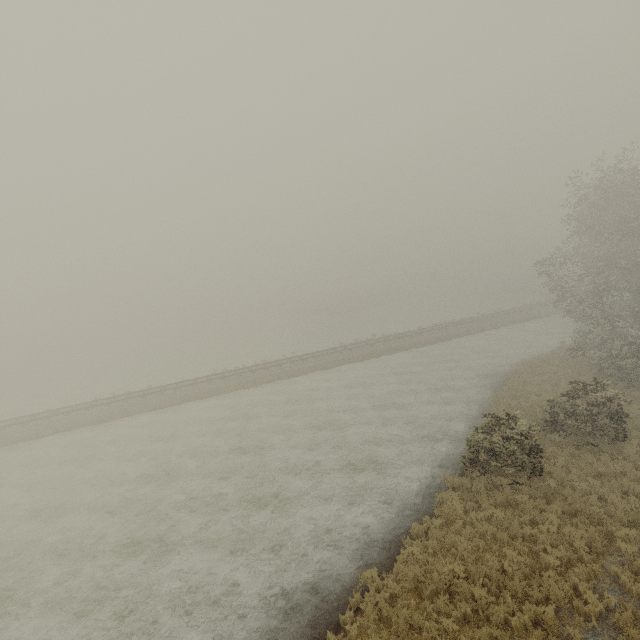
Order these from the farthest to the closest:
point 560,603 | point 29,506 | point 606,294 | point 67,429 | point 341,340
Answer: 1. point 341,340
2. point 67,429
3. point 606,294
4. point 29,506
5. point 560,603
